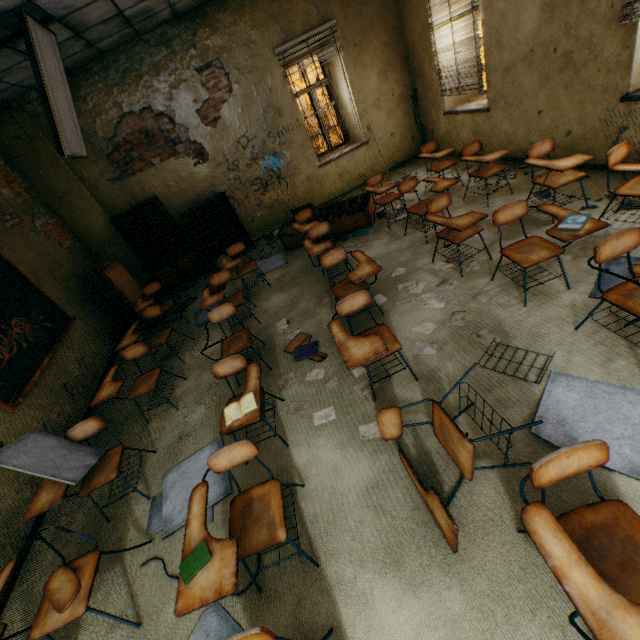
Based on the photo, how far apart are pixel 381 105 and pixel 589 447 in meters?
7.7

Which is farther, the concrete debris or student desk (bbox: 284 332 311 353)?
the concrete debris

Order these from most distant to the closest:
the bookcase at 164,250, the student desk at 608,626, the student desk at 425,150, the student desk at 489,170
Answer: the bookcase at 164,250 → the student desk at 425,150 → the student desk at 489,170 → the student desk at 608,626

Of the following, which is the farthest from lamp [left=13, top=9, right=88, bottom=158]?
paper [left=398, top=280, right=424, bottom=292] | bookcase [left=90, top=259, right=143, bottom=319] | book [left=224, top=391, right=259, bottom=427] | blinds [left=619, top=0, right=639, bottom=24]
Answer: blinds [left=619, top=0, right=639, bottom=24]

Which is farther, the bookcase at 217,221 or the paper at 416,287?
the bookcase at 217,221

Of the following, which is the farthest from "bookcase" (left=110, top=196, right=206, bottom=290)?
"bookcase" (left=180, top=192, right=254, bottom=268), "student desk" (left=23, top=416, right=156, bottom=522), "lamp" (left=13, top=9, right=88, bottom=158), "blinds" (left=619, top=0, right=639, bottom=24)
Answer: "blinds" (left=619, top=0, right=639, bottom=24)

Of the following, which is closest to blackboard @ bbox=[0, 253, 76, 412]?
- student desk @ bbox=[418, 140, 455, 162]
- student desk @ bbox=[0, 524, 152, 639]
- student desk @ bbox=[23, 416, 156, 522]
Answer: student desk @ bbox=[23, 416, 156, 522]

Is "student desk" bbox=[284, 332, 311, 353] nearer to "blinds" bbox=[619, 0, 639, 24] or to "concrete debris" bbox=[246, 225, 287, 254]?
"concrete debris" bbox=[246, 225, 287, 254]
